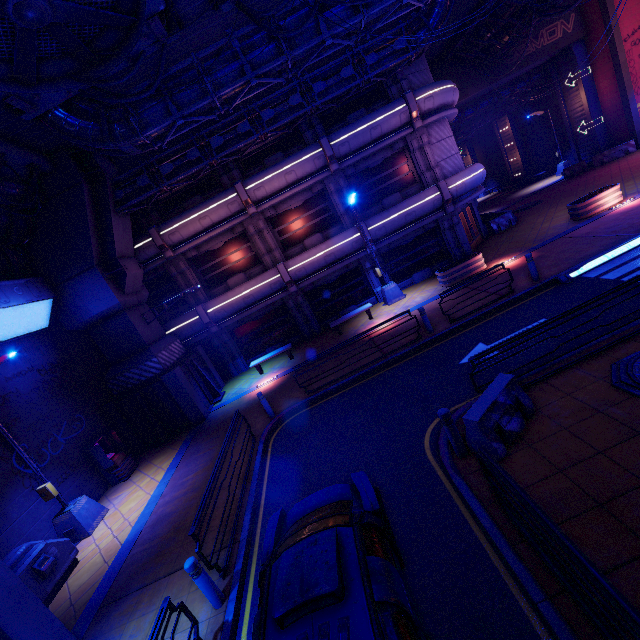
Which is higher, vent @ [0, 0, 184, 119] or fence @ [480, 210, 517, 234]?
vent @ [0, 0, 184, 119]

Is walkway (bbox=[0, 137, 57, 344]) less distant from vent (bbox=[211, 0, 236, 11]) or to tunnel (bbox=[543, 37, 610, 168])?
vent (bbox=[211, 0, 236, 11])

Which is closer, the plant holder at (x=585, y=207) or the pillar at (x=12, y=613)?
the pillar at (x=12, y=613)

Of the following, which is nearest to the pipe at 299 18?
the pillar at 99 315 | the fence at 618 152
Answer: the pillar at 99 315

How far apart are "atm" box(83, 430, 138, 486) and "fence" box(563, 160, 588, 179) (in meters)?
35.77

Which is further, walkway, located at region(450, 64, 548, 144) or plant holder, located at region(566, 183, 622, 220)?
walkway, located at region(450, 64, 548, 144)

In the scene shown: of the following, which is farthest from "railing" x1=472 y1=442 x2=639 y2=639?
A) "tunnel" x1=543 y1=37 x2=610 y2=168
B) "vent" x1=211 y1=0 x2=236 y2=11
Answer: "tunnel" x1=543 y1=37 x2=610 y2=168

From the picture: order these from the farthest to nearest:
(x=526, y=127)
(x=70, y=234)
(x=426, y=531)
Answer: (x=526, y=127) → (x=70, y=234) → (x=426, y=531)
